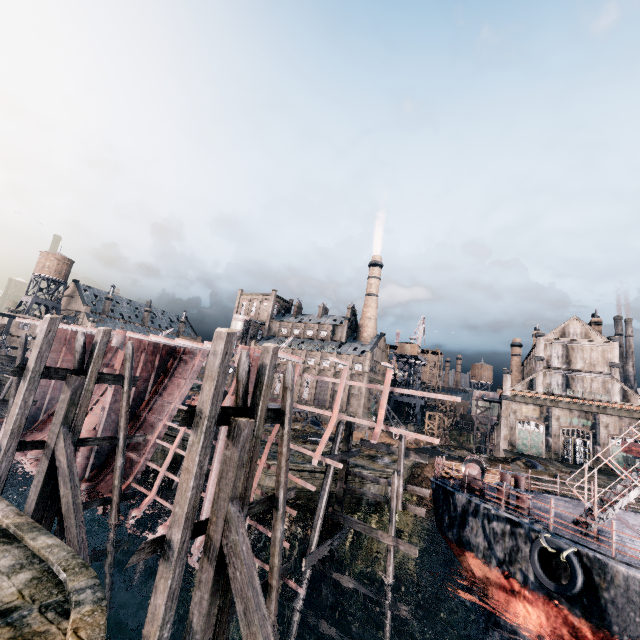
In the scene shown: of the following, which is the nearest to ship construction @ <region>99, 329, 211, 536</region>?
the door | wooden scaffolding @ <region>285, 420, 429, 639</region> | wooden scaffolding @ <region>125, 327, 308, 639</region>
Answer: wooden scaffolding @ <region>125, 327, 308, 639</region>

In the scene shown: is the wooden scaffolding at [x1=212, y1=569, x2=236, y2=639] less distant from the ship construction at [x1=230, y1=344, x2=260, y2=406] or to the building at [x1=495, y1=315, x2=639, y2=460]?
the ship construction at [x1=230, y1=344, x2=260, y2=406]

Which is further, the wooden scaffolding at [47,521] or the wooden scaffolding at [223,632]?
the wooden scaffolding at [47,521]

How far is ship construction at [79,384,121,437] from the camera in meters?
19.0

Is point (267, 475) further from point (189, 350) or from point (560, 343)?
point (560, 343)

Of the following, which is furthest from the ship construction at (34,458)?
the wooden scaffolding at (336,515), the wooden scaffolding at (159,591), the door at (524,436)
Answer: the door at (524,436)

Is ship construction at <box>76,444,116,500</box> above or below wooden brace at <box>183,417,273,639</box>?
below
